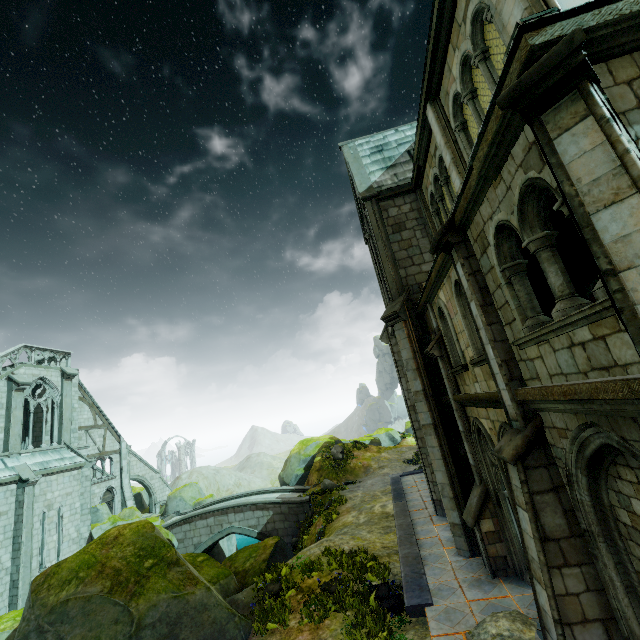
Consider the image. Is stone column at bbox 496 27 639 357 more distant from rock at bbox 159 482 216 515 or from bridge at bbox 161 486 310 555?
rock at bbox 159 482 216 515

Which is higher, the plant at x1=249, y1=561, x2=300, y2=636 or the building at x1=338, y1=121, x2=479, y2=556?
the building at x1=338, y1=121, x2=479, y2=556

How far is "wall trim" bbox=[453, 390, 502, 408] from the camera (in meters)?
6.69

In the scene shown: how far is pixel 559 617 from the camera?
4.69m

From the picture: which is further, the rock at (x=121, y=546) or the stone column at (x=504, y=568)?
the stone column at (x=504, y=568)

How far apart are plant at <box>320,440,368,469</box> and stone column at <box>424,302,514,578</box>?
18.4m

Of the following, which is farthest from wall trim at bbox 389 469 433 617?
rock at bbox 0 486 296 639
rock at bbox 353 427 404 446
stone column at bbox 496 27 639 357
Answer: rock at bbox 353 427 404 446

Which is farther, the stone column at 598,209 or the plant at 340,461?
the plant at 340,461
